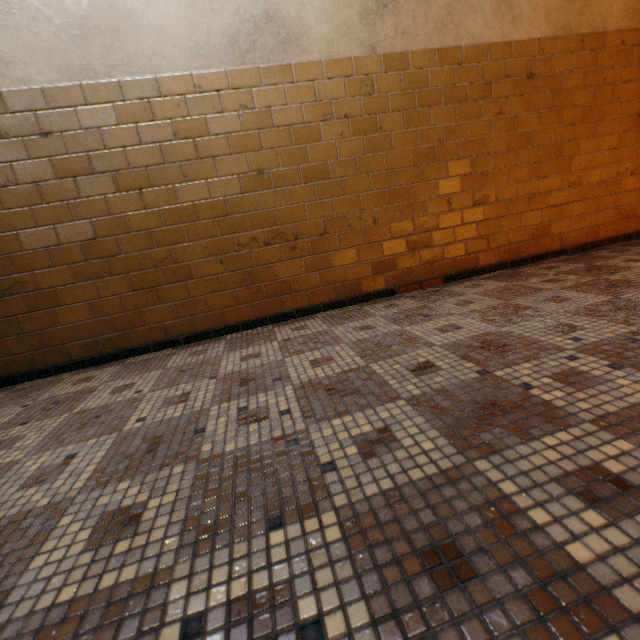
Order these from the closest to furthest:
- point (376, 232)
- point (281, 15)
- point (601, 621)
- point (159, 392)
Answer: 1. point (601, 621)
2. point (159, 392)
3. point (281, 15)
4. point (376, 232)
